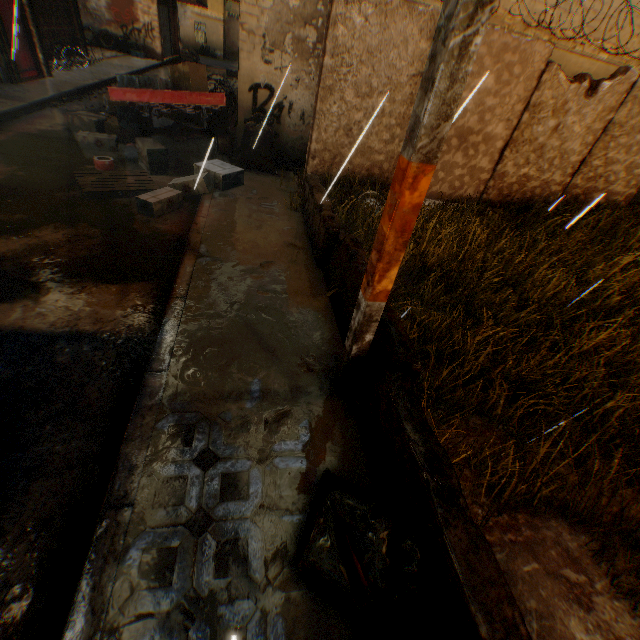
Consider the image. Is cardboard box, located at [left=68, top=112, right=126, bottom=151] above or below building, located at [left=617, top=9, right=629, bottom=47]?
below

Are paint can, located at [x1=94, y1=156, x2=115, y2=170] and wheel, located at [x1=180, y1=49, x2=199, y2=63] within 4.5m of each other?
no

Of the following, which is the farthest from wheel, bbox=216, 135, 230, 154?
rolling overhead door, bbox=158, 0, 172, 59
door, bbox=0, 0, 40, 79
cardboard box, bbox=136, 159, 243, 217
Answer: rolling overhead door, bbox=158, 0, 172, 59

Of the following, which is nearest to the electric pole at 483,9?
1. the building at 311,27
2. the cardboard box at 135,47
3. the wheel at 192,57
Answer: the building at 311,27

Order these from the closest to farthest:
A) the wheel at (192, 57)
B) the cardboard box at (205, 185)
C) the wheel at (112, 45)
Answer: the cardboard box at (205, 185) → the wheel at (112, 45) → the wheel at (192, 57)

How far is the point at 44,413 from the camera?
2.6 meters

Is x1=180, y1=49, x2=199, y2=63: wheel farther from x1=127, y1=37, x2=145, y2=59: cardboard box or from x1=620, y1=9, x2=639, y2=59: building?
x1=127, y1=37, x2=145, y2=59: cardboard box

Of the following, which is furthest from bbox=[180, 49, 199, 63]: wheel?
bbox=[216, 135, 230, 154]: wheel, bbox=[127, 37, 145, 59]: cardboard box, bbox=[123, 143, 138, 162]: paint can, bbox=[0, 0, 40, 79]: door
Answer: bbox=[123, 143, 138, 162]: paint can
